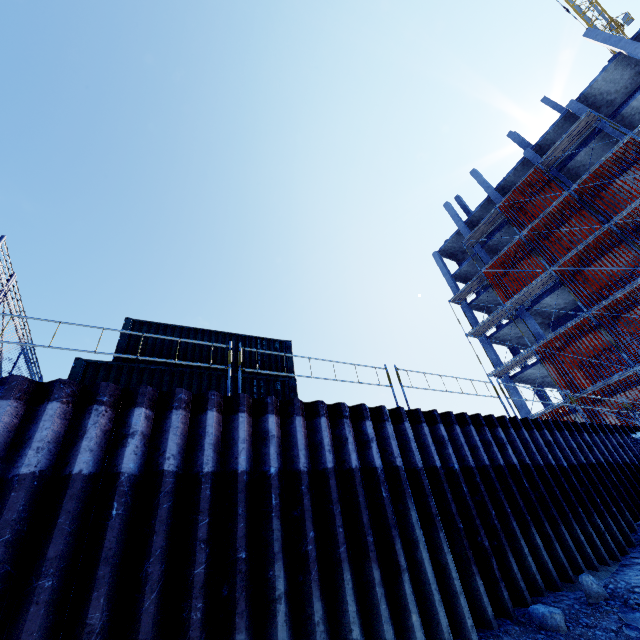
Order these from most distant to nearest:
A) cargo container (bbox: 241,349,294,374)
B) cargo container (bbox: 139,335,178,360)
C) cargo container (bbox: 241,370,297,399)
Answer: cargo container (bbox: 241,349,294,374), cargo container (bbox: 139,335,178,360), cargo container (bbox: 241,370,297,399)

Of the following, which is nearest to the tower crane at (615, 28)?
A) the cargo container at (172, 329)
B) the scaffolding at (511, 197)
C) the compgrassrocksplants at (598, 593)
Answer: the scaffolding at (511, 197)

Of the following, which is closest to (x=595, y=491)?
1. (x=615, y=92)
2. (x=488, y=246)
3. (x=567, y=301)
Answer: (x=567, y=301)

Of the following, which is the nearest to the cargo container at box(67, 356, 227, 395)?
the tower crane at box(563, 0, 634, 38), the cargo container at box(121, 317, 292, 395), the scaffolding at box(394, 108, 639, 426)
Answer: the cargo container at box(121, 317, 292, 395)

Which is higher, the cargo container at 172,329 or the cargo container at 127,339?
the cargo container at 172,329

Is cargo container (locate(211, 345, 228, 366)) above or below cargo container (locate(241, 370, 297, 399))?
above

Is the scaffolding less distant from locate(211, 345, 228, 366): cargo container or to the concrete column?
the concrete column

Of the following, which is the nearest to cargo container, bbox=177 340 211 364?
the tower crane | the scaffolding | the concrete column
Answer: the scaffolding
